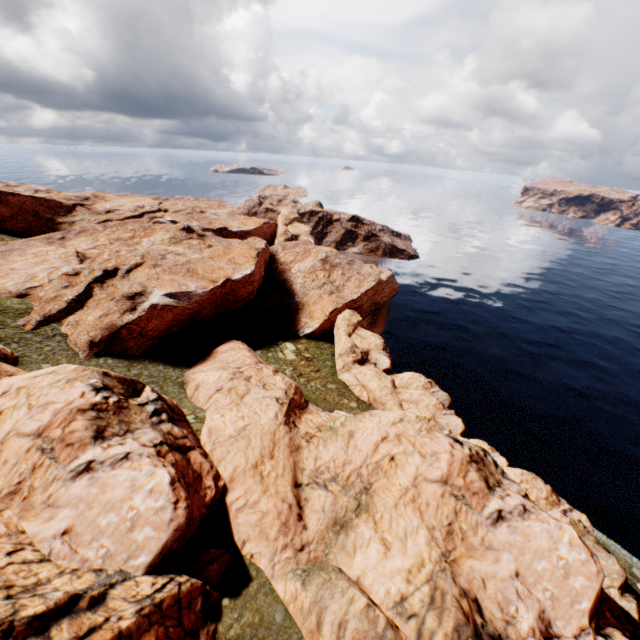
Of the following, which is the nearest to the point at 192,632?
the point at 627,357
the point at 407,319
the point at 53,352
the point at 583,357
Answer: the point at 53,352

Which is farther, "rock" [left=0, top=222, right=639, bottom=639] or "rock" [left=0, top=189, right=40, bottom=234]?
"rock" [left=0, top=189, right=40, bottom=234]

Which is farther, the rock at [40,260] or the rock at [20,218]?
the rock at [20,218]
